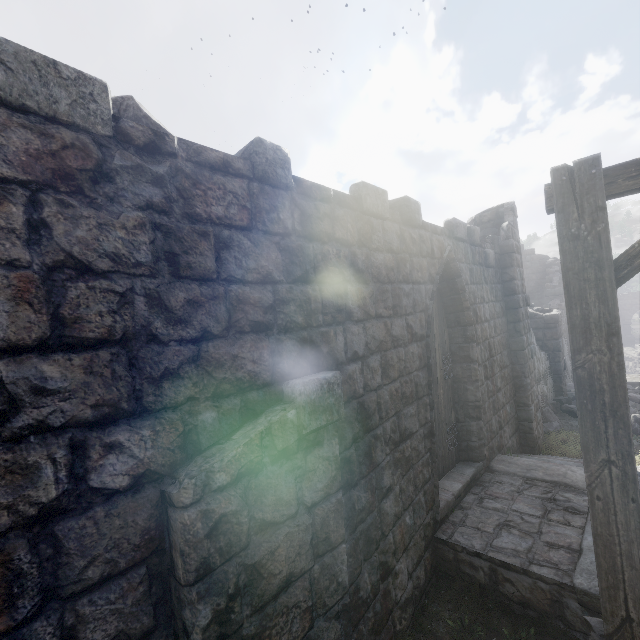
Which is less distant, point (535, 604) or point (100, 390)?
point (100, 390)

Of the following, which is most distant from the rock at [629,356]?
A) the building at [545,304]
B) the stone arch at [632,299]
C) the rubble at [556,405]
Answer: the rubble at [556,405]

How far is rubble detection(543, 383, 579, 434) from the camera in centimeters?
997cm

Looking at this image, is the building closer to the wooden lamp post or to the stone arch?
the wooden lamp post

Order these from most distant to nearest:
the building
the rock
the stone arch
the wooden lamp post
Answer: the stone arch
the rock
the wooden lamp post
the building

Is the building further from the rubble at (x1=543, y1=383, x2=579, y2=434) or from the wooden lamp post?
the wooden lamp post

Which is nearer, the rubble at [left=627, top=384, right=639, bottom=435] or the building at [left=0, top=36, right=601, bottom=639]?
the building at [left=0, top=36, right=601, bottom=639]

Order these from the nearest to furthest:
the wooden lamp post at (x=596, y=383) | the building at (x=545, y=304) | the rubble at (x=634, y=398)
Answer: the building at (x=545, y=304), the wooden lamp post at (x=596, y=383), the rubble at (x=634, y=398)
